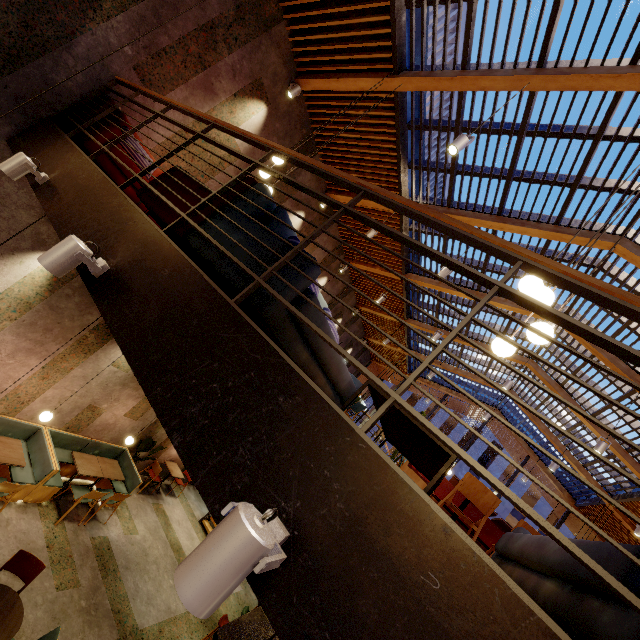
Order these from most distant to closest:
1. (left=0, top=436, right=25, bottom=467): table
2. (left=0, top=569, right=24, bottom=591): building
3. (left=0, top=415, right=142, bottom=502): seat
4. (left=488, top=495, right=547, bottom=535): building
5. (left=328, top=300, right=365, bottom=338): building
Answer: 1. (left=488, top=495, right=547, bottom=535): building
2. (left=328, top=300, right=365, bottom=338): building
3. (left=0, top=415, right=142, bottom=502): seat
4. (left=0, top=436, right=25, bottom=467): table
5. (left=0, top=569, right=24, bottom=591): building

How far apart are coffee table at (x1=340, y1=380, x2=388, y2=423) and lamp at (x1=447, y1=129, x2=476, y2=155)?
3.7m

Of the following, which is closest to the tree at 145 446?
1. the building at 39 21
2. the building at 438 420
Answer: the building at 39 21

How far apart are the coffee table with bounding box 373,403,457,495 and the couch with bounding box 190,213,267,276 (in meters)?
0.56

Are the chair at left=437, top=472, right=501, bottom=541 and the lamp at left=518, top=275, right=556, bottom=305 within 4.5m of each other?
yes

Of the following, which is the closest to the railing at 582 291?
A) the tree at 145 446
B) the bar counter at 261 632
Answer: the bar counter at 261 632

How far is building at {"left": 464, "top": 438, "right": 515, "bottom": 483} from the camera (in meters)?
27.88

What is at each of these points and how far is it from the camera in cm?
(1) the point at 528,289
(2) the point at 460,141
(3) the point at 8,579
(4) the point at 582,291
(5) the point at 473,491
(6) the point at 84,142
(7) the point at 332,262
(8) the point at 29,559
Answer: (1) lamp, 290
(2) lamp, 418
(3) building, 500
(4) railing, 135
(5) chair, 395
(6) couch, 402
(7) building, 1048
(8) chair, 461
